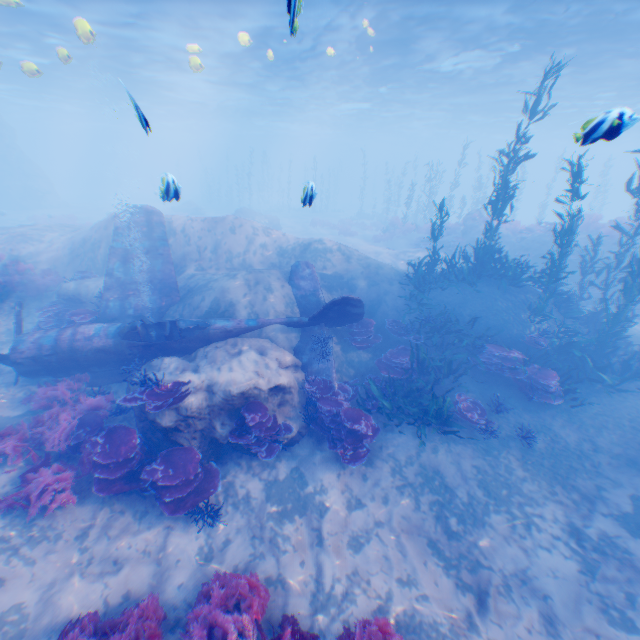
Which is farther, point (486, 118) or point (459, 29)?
point (486, 118)

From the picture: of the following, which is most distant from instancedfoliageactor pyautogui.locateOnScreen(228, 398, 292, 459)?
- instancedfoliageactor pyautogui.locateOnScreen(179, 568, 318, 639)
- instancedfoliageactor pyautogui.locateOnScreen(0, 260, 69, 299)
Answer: instancedfoliageactor pyautogui.locateOnScreen(0, 260, 69, 299)

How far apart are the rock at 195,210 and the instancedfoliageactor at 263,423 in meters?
37.1 m

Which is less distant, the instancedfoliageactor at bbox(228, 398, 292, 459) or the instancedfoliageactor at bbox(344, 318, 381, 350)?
the instancedfoliageactor at bbox(228, 398, 292, 459)

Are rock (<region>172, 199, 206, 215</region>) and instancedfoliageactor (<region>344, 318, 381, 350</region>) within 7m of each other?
no

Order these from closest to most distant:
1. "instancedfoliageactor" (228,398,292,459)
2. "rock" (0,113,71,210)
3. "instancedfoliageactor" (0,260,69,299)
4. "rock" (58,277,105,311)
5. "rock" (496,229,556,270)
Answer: "instancedfoliageactor" (228,398,292,459)
"rock" (58,277,105,311)
"instancedfoliageactor" (0,260,69,299)
"rock" (496,229,556,270)
"rock" (0,113,71,210)

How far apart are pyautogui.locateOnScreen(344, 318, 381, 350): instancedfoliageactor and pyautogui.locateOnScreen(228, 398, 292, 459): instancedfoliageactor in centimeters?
386cm

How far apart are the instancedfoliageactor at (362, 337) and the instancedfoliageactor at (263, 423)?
3.86m
